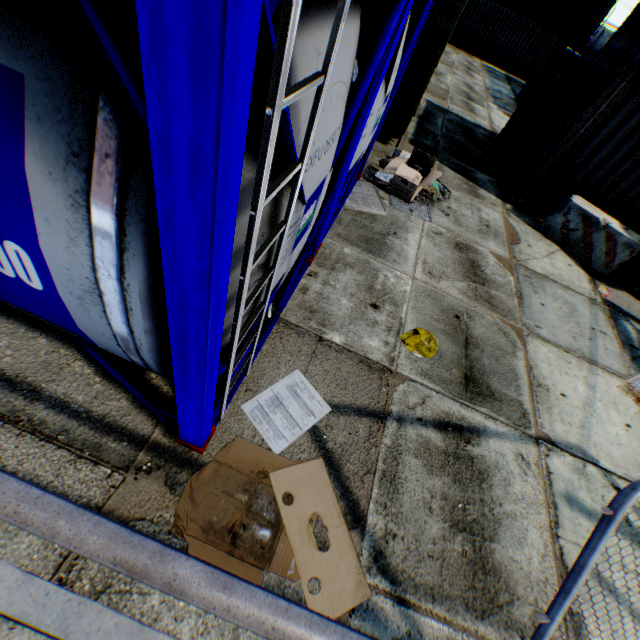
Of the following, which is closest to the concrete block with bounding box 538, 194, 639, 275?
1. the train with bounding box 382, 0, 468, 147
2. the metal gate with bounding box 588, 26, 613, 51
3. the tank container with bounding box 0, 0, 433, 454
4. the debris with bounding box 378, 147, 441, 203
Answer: the debris with bounding box 378, 147, 441, 203

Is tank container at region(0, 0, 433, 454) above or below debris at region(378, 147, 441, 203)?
above

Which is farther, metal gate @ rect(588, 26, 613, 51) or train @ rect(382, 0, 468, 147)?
metal gate @ rect(588, 26, 613, 51)

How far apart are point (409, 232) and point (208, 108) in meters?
5.7 m

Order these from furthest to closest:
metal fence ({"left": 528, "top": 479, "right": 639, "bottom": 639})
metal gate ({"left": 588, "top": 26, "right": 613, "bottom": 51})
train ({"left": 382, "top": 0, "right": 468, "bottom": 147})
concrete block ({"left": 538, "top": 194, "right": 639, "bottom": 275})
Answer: metal gate ({"left": 588, "top": 26, "right": 613, "bottom": 51}) → concrete block ({"left": 538, "top": 194, "right": 639, "bottom": 275}) → train ({"left": 382, "top": 0, "right": 468, "bottom": 147}) → metal fence ({"left": 528, "top": 479, "right": 639, "bottom": 639})

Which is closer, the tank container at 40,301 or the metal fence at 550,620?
the tank container at 40,301

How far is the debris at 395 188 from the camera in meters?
6.2

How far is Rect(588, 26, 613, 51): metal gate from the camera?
48.91m
